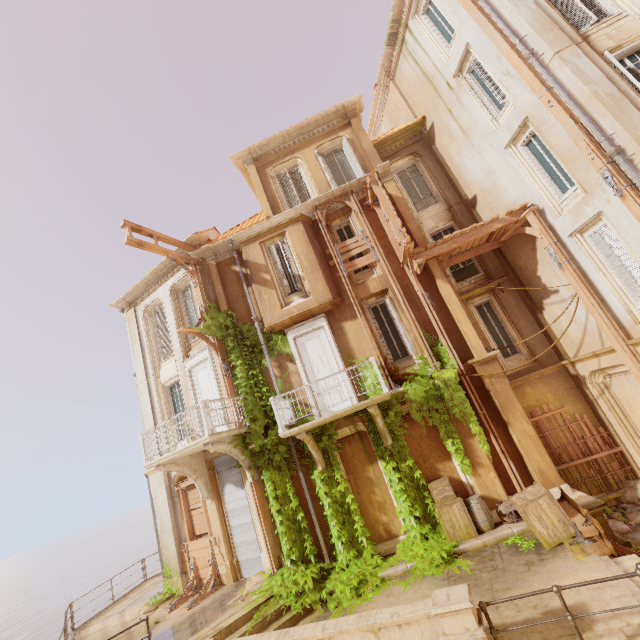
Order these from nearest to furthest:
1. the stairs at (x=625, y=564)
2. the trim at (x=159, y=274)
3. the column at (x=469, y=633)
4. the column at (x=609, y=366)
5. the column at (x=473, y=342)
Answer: the column at (x=469, y=633) < the stairs at (x=625, y=564) < the column at (x=609, y=366) < the column at (x=473, y=342) < the trim at (x=159, y=274)

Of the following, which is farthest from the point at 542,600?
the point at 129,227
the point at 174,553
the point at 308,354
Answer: the point at 129,227

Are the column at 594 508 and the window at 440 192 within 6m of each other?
no

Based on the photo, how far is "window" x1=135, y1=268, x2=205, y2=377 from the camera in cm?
1420

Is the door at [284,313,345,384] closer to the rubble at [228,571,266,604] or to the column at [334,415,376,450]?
the column at [334,415,376,450]

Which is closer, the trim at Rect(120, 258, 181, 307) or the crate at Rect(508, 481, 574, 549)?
the crate at Rect(508, 481, 574, 549)

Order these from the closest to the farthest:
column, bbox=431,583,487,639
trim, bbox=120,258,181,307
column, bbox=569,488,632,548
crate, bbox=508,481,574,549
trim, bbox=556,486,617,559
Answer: column, bbox=431,583,487,639
trim, bbox=556,486,617,559
crate, bbox=508,481,574,549
column, bbox=569,488,632,548
trim, bbox=120,258,181,307

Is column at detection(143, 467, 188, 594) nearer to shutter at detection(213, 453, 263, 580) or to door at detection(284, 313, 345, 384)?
shutter at detection(213, 453, 263, 580)
